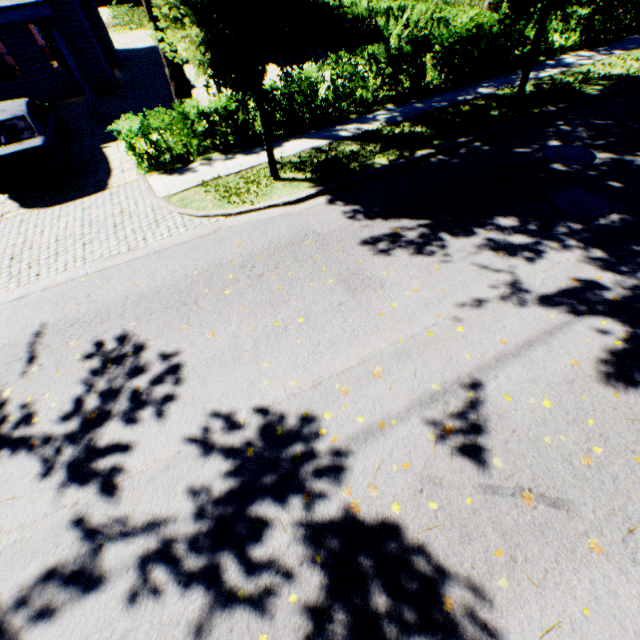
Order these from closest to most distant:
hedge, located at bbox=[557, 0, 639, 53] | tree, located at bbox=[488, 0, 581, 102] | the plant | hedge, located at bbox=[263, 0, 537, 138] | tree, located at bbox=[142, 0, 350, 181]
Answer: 1. tree, located at bbox=[142, 0, 350, 181]
2. tree, located at bbox=[488, 0, 581, 102]
3. hedge, located at bbox=[263, 0, 537, 138]
4. hedge, located at bbox=[557, 0, 639, 53]
5. the plant

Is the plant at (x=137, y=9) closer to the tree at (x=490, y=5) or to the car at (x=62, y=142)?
the tree at (x=490, y=5)

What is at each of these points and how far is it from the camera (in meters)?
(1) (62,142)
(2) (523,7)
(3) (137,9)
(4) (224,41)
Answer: (1) car, 9.12
(2) tree, 7.79
(3) plant, 32.41
(4) tree, 5.57

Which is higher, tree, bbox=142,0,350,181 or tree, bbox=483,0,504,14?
tree, bbox=142,0,350,181

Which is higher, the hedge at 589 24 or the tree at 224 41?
the tree at 224 41

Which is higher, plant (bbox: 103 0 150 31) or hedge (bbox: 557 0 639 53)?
hedge (bbox: 557 0 639 53)

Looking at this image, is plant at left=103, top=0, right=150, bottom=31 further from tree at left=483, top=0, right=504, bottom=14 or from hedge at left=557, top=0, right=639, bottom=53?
hedge at left=557, top=0, right=639, bottom=53

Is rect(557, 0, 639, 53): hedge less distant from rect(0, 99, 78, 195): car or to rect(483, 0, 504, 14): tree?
rect(483, 0, 504, 14): tree
